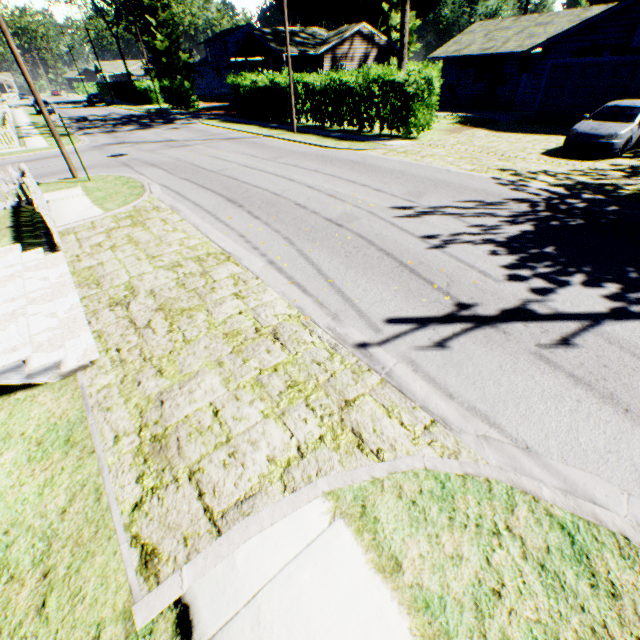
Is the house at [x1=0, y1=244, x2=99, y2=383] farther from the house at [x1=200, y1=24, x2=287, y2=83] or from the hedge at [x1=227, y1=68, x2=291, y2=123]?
the house at [x1=200, y1=24, x2=287, y2=83]

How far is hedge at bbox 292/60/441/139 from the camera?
15.5m

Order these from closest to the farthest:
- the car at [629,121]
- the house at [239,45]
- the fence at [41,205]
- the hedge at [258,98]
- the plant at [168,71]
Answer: the fence at [41,205], the car at [629,121], the hedge at [258,98], the house at [239,45], the plant at [168,71]

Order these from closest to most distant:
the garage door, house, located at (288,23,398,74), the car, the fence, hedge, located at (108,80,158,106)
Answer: the fence < the car < the garage door < house, located at (288,23,398,74) < hedge, located at (108,80,158,106)

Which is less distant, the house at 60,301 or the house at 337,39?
the house at 60,301

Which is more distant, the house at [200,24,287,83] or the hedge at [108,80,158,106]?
the hedge at [108,80,158,106]

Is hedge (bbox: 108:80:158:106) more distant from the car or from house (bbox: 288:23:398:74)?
the car

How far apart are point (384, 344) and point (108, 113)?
51.5m
